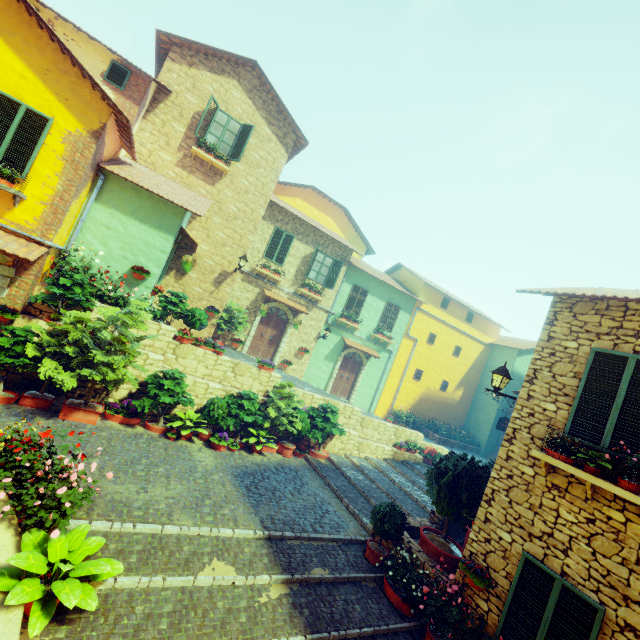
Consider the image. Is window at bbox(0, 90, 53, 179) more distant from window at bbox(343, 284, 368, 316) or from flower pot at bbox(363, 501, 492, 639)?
window at bbox(343, 284, 368, 316)

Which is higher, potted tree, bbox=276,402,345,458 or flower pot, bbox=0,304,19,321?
flower pot, bbox=0,304,19,321

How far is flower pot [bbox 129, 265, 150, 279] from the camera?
9.9m

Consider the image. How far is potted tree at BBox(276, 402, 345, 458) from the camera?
11.18m

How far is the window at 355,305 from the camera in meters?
18.3 m

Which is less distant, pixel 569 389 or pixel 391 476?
pixel 569 389

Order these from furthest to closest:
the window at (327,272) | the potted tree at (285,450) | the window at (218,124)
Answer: the window at (327,272), the window at (218,124), the potted tree at (285,450)

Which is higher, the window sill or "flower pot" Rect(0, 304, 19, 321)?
the window sill
